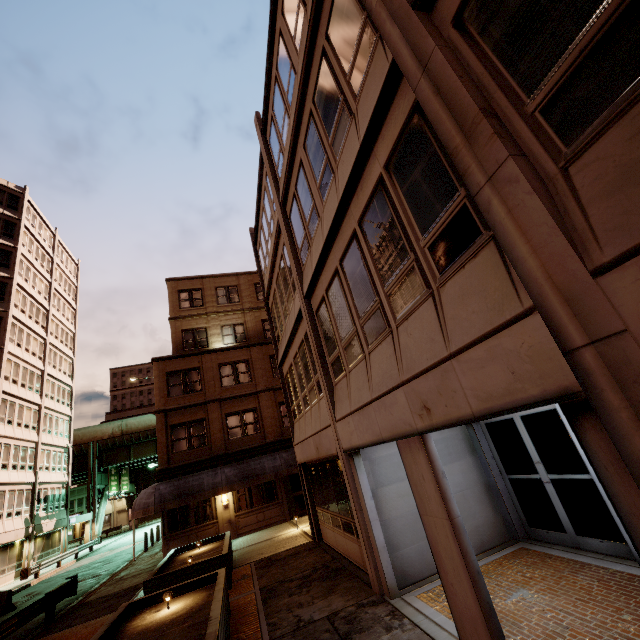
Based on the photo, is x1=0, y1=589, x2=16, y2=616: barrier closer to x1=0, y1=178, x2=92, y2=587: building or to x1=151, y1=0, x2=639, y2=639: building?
x1=0, y1=178, x2=92, y2=587: building

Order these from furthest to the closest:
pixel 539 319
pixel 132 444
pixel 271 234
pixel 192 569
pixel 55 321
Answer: pixel 132 444
pixel 55 321
pixel 271 234
pixel 192 569
pixel 539 319

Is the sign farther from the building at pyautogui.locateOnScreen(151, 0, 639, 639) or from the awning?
the building at pyautogui.locateOnScreen(151, 0, 639, 639)

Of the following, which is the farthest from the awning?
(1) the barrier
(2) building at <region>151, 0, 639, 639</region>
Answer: (1) the barrier

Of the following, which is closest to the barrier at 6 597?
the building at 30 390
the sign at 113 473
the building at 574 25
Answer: the building at 30 390

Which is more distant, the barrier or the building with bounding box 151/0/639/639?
the barrier

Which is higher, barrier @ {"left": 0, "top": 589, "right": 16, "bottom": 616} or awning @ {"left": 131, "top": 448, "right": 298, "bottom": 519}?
awning @ {"left": 131, "top": 448, "right": 298, "bottom": 519}

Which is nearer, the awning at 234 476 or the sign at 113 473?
the awning at 234 476
